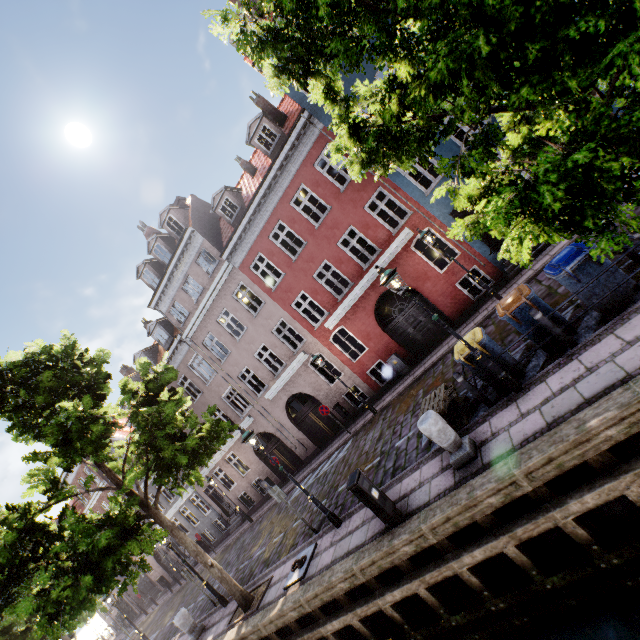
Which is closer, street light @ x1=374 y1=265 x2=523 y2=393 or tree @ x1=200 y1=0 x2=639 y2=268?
tree @ x1=200 y1=0 x2=639 y2=268

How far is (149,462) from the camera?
10.0m

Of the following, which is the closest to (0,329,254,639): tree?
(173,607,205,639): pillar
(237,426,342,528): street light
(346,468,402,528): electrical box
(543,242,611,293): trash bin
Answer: (543,242,611,293): trash bin

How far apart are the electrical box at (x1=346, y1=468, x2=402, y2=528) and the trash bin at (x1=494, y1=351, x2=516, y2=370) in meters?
3.2

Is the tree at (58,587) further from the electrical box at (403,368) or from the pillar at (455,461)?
the electrical box at (403,368)

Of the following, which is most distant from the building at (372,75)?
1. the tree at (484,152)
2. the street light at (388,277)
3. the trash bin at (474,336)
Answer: the street light at (388,277)

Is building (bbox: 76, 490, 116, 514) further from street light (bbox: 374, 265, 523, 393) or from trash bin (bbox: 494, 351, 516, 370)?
street light (bbox: 374, 265, 523, 393)

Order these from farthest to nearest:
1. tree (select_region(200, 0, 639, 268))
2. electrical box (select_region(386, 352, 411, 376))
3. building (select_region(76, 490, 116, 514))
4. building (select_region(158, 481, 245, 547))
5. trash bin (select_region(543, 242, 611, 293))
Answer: building (select_region(76, 490, 116, 514)) < building (select_region(158, 481, 245, 547)) < electrical box (select_region(386, 352, 411, 376)) < trash bin (select_region(543, 242, 611, 293)) < tree (select_region(200, 0, 639, 268))
